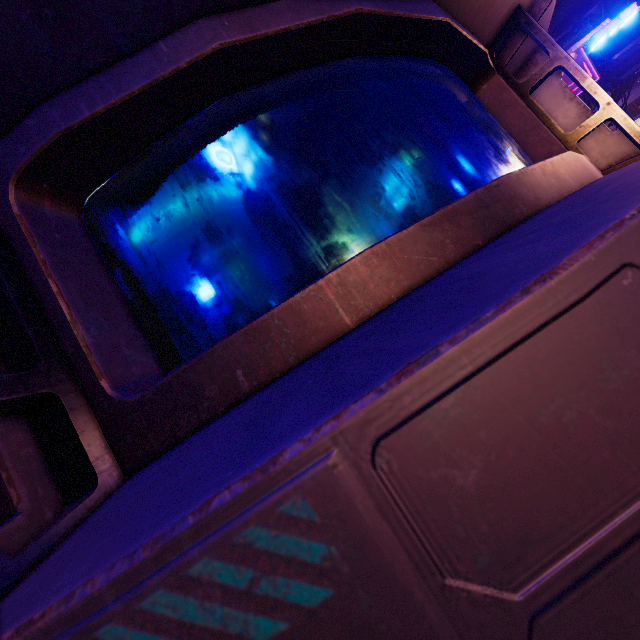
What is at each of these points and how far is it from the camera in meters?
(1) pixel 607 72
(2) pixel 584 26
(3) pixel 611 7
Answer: (1) sign, 19.8
(2) sign, 19.3
(3) walkway, 19.8

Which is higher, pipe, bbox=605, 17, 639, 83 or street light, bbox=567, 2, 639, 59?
pipe, bbox=605, 17, 639, 83

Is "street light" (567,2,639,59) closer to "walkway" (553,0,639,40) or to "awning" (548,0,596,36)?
"awning" (548,0,596,36)

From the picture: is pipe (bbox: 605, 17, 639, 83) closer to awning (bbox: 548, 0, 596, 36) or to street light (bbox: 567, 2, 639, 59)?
awning (bbox: 548, 0, 596, 36)

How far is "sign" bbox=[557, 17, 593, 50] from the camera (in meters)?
19.30

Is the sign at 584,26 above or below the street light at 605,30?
above
